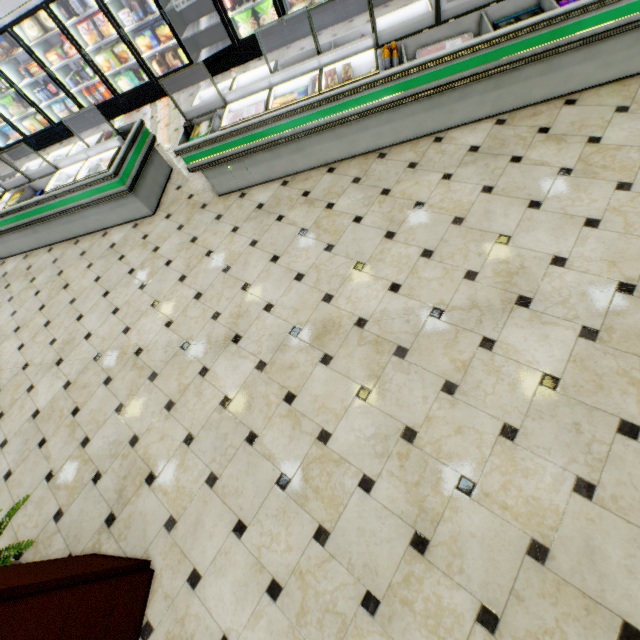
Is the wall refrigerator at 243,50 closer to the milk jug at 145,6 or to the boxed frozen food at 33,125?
the milk jug at 145,6

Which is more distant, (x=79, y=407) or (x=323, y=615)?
(x=79, y=407)

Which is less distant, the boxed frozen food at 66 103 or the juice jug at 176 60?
the juice jug at 176 60

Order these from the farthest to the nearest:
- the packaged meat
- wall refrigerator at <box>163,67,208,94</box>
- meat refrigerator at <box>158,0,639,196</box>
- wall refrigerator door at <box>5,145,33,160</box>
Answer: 1. wall refrigerator door at <box>5,145,33,160</box>
2. wall refrigerator at <box>163,67,208,94</box>
3. the packaged meat
4. meat refrigerator at <box>158,0,639,196</box>

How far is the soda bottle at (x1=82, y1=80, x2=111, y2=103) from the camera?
7.21m

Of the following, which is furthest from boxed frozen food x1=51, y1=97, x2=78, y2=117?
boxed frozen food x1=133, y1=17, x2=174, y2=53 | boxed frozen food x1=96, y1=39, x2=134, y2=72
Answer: boxed frozen food x1=133, y1=17, x2=174, y2=53

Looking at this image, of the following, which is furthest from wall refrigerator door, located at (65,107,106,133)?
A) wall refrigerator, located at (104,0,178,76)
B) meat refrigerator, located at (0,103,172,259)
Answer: meat refrigerator, located at (0,103,172,259)

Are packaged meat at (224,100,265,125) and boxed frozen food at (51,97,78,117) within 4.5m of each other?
no
